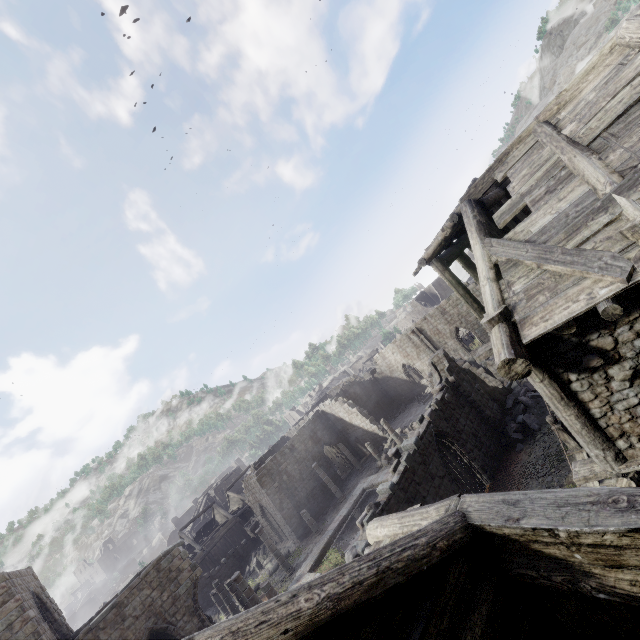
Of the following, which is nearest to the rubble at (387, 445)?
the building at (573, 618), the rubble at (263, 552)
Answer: the building at (573, 618)

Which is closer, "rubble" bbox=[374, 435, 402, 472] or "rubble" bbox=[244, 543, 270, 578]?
"rubble" bbox=[374, 435, 402, 472]

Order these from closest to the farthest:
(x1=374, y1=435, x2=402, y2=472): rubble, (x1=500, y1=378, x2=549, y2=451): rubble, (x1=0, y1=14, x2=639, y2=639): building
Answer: (x1=0, y1=14, x2=639, y2=639): building
(x1=500, y1=378, x2=549, y2=451): rubble
(x1=374, y1=435, x2=402, y2=472): rubble

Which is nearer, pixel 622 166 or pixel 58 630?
pixel 622 166

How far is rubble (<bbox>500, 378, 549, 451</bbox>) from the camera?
15.97m

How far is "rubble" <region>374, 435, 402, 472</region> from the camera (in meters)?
27.32

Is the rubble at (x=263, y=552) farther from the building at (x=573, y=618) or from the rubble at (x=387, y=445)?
the rubble at (x=387, y=445)

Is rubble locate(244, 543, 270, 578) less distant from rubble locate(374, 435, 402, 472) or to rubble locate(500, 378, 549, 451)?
rubble locate(374, 435, 402, 472)
